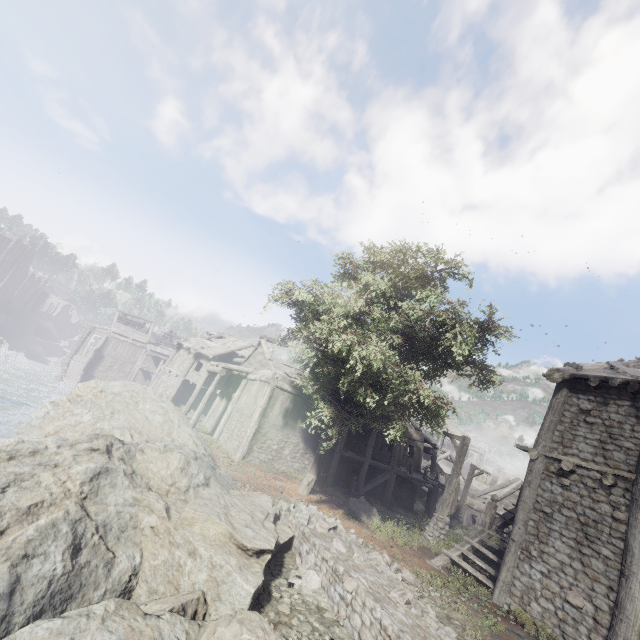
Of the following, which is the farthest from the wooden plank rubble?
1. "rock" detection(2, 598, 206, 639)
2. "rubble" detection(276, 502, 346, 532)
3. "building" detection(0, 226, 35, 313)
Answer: "rock" detection(2, 598, 206, 639)

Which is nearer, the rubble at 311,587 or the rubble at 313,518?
the rubble at 311,587

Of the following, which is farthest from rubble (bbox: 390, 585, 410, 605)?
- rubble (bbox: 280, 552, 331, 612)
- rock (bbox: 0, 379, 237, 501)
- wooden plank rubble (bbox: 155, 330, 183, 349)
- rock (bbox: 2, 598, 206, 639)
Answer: wooden plank rubble (bbox: 155, 330, 183, 349)

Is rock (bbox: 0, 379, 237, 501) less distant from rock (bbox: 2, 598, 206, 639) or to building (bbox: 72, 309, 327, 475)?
building (bbox: 72, 309, 327, 475)

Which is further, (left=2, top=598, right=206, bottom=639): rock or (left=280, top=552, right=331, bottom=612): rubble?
(left=280, top=552, right=331, bottom=612): rubble

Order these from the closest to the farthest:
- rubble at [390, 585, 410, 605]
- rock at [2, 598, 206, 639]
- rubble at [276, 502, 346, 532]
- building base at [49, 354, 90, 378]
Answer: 1. rock at [2, 598, 206, 639]
2. rubble at [390, 585, 410, 605]
3. rubble at [276, 502, 346, 532]
4. building base at [49, 354, 90, 378]

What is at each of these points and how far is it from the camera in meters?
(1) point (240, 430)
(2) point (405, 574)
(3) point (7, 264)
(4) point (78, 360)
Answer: (1) building, 20.6
(2) rubble, 9.5
(3) building, 54.6
(4) building base, 45.6

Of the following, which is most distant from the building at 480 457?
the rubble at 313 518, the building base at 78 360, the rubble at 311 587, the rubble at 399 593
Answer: the rubble at 311 587
